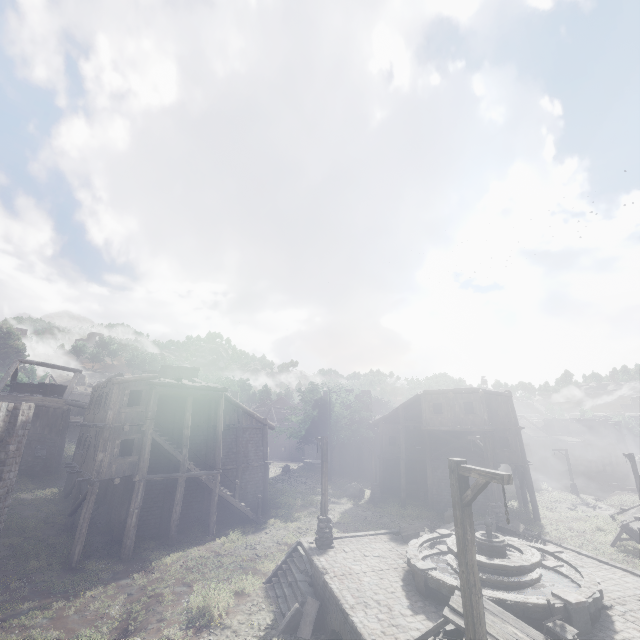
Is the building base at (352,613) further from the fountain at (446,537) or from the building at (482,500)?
the building at (482,500)

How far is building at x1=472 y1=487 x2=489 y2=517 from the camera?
24.21m

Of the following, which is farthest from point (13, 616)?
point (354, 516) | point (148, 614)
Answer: point (354, 516)

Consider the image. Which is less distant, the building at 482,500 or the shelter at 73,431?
the building at 482,500

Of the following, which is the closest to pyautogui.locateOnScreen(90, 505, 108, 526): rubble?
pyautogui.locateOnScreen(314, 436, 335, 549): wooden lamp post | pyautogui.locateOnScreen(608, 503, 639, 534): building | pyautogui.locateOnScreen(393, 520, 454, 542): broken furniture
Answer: pyautogui.locateOnScreen(314, 436, 335, 549): wooden lamp post

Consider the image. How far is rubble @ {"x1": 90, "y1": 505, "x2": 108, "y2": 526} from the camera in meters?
20.4 m

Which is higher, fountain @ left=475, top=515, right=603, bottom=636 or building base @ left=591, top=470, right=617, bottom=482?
fountain @ left=475, top=515, right=603, bottom=636
